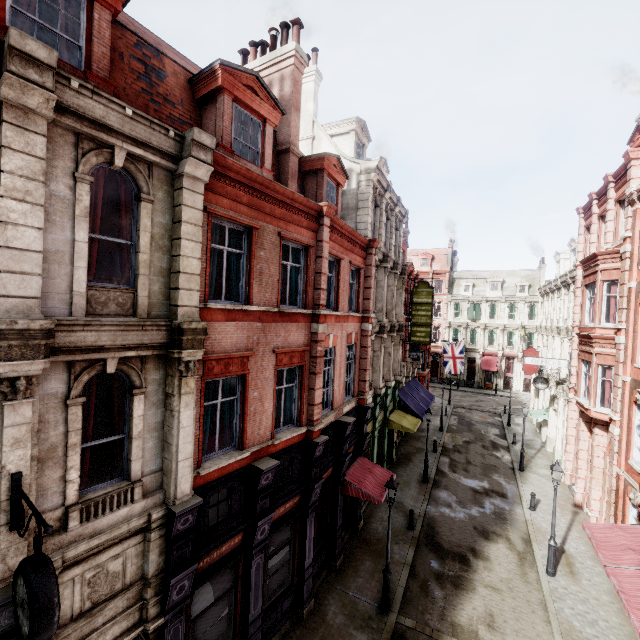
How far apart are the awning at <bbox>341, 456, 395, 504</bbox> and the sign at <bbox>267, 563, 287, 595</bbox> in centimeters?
343cm

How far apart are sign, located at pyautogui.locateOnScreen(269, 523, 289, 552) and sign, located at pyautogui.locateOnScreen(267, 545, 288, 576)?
0.3m

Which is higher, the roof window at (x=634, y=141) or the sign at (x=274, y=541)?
the roof window at (x=634, y=141)

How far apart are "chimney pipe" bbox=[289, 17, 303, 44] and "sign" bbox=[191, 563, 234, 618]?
17.1 meters

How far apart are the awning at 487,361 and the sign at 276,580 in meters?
43.8 m

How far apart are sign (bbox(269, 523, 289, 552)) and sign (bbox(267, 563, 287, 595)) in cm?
89

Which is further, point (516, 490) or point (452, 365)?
point (452, 365)

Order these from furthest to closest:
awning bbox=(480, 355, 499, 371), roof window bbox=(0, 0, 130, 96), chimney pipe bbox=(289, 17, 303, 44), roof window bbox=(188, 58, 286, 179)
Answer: awning bbox=(480, 355, 499, 371) → chimney pipe bbox=(289, 17, 303, 44) → roof window bbox=(188, 58, 286, 179) → roof window bbox=(0, 0, 130, 96)
